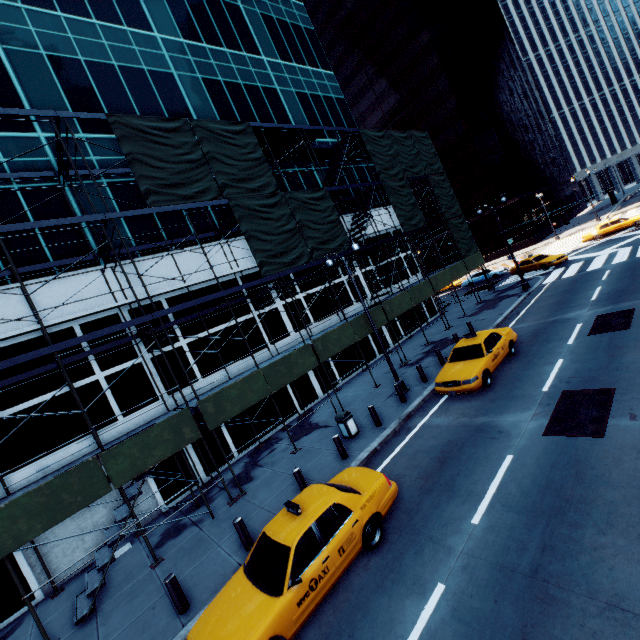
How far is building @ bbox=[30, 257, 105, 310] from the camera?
12.85m

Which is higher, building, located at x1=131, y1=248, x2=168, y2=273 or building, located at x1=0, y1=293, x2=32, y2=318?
building, located at x1=131, y1=248, x2=168, y2=273

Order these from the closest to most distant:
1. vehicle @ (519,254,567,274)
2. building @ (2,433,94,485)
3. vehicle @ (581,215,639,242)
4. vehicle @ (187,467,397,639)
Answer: vehicle @ (187,467,397,639) < building @ (2,433,94,485) < vehicle @ (519,254,567,274) < vehicle @ (581,215,639,242)

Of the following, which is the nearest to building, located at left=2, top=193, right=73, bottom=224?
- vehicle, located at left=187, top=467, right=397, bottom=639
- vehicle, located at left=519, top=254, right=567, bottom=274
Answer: vehicle, located at left=187, top=467, right=397, bottom=639

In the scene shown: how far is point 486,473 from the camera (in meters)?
7.94

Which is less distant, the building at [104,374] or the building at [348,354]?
the building at [104,374]

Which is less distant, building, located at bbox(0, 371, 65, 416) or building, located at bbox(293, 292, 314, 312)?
building, located at bbox(0, 371, 65, 416)

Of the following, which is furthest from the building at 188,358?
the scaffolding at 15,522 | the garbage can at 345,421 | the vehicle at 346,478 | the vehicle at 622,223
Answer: the vehicle at 622,223
